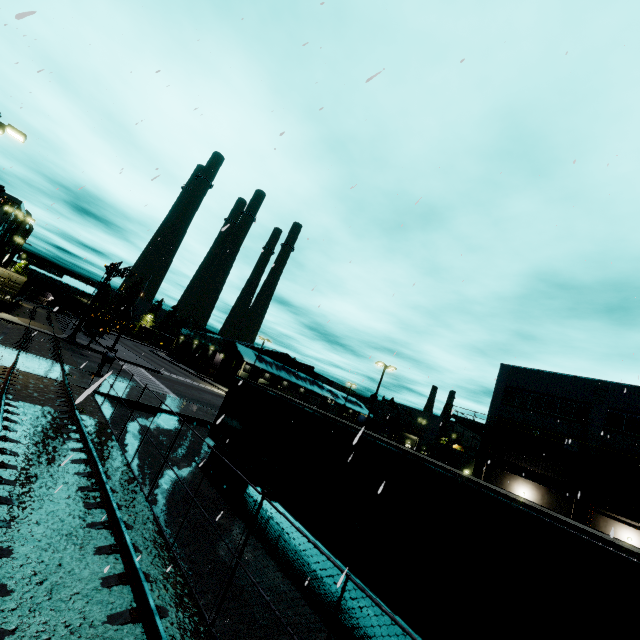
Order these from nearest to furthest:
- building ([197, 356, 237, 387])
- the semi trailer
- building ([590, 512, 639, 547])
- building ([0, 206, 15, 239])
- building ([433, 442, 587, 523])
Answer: the semi trailer, building ([590, 512, 639, 547]), building ([433, 442, 587, 523]), building ([0, 206, 15, 239]), building ([197, 356, 237, 387])

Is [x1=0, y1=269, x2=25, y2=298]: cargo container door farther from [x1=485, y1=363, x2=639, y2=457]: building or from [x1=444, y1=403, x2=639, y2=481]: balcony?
[x1=444, y1=403, x2=639, y2=481]: balcony

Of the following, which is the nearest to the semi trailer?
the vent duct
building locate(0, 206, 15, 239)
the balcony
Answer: building locate(0, 206, 15, 239)

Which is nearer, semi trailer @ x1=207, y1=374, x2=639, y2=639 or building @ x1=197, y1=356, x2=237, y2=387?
semi trailer @ x1=207, y1=374, x2=639, y2=639

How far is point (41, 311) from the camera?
56.3m

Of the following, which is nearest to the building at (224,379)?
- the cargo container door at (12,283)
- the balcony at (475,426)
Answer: the balcony at (475,426)

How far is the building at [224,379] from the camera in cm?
5781

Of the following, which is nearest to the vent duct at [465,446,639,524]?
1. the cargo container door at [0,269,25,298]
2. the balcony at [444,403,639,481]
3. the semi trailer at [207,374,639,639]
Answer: the balcony at [444,403,639,481]
